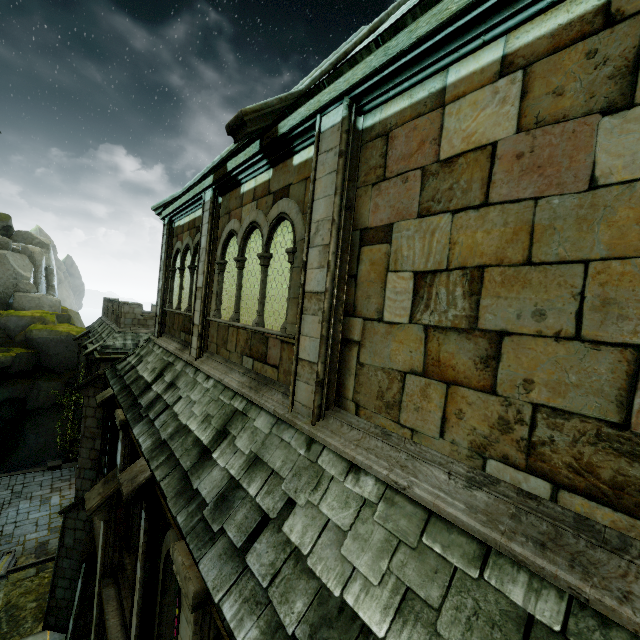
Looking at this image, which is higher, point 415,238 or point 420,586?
point 415,238

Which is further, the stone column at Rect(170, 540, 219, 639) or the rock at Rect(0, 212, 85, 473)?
the rock at Rect(0, 212, 85, 473)

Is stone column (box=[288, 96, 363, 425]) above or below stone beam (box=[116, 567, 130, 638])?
above

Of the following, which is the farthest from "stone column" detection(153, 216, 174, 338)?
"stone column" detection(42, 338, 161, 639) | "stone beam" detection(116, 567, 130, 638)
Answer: "stone beam" detection(116, 567, 130, 638)

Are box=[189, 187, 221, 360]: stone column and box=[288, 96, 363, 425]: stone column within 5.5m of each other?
yes

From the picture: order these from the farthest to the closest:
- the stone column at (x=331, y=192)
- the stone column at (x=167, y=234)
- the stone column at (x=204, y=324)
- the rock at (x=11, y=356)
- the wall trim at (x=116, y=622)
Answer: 1. the rock at (x=11, y=356)
2. the stone column at (x=167, y=234)
3. the stone column at (x=204, y=324)
4. the wall trim at (x=116, y=622)
5. the stone column at (x=331, y=192)

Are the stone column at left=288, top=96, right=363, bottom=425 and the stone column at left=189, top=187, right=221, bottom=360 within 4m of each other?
yes

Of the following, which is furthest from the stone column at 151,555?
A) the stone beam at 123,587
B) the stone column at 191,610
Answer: the stone column at 191,610
